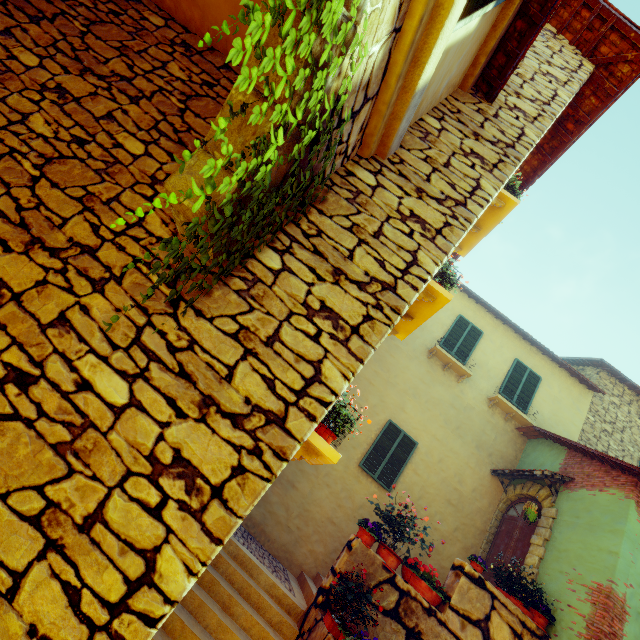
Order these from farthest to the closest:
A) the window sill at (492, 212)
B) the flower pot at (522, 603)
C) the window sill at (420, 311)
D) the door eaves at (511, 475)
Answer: the door eaves at (511, 475) → the flower pot at (522, 603) → the window sill at (492, 212) → the window sill at (420, 311)

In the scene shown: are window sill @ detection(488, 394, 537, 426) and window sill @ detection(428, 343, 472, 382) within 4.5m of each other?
yes

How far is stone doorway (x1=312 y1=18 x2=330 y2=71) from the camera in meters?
1.5

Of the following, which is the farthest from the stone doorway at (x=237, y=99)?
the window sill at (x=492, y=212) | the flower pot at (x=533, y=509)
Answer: the flower pot at (x=533, y=509)

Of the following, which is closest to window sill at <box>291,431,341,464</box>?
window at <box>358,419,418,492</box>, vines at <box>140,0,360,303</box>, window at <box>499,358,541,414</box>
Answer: vines at <box>140,0,360,303</box>

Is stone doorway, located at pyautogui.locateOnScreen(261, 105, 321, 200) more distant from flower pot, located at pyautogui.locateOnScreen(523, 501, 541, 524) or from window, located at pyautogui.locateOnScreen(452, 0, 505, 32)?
flower pot, located at pyautogui.locateOnScreen(523, 501, 541, 524)

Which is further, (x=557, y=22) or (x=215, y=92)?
(x=557, y=22)

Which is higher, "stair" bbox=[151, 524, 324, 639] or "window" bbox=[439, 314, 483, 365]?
"window" bbox=[439, 314, 483, 365]
